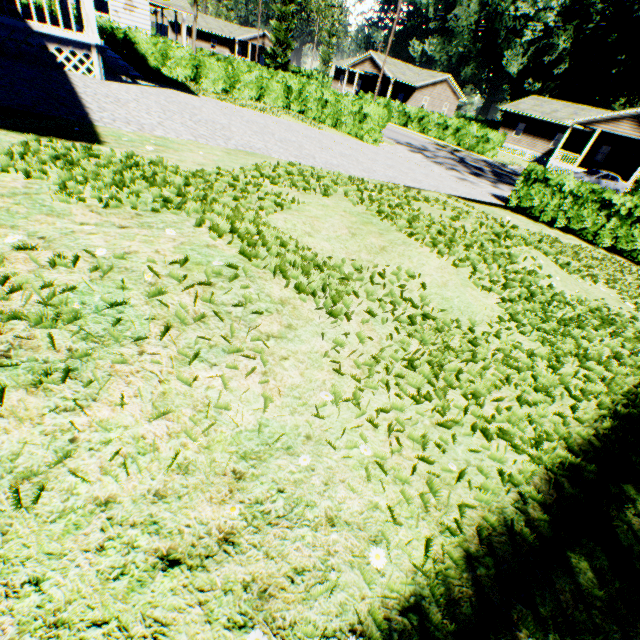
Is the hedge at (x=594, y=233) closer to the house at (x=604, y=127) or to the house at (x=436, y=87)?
the house at (x=604, y=127)

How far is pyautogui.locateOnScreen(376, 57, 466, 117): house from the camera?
43.8 meters

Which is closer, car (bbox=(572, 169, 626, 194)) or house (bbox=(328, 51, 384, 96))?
car (bbox=(572, 169, 626, 194))

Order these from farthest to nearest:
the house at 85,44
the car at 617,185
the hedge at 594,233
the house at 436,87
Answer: the house at 436,87 < the car at 617,185 < the hedge at 594,233 < the house at 85,44

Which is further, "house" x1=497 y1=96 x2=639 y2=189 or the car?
"house" x1=497 y1=96 x2=639 y2=189

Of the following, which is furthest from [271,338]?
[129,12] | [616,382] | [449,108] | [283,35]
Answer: [283,35]

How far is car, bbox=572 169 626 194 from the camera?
26.7m
